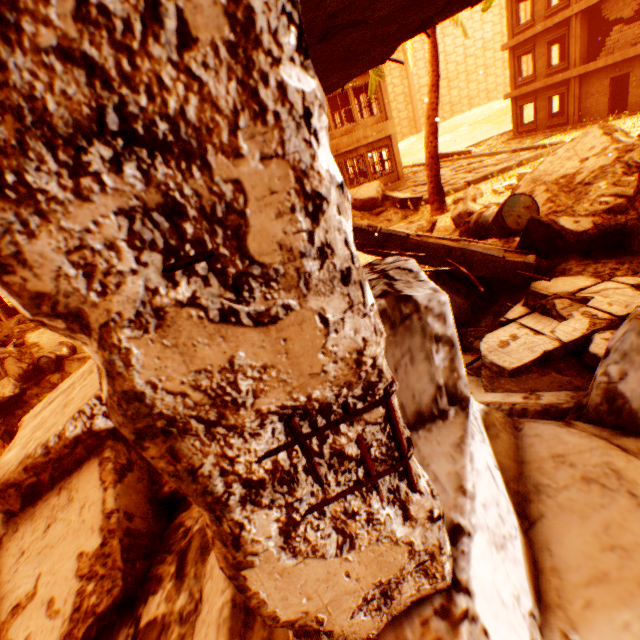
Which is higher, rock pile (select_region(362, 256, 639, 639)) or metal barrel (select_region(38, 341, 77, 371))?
rock pile (select_region(362, 256, 639, 639))

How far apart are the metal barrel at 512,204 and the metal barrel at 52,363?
10.6 meters

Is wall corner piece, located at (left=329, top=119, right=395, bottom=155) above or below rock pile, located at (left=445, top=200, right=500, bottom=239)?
above

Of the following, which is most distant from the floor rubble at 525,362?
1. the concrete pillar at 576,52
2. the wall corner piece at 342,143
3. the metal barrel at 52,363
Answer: the concrete pillar at 576,52

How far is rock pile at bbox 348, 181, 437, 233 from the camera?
8.74m

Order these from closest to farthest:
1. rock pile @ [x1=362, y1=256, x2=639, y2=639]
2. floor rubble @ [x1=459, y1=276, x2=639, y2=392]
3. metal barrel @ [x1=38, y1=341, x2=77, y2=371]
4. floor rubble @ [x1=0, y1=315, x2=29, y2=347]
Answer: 1. rock pile @ [x1=362, y1=256, x2=639, y2=639]
2. floor rubble @ [x1=459, y1=276, x2=639, y2=392]
3. metal barrel @ [x1=38, y1=341, x2=77, y2=371]
4. floor rubble @ [x1=0, y1=315, x2=29, y2=347]

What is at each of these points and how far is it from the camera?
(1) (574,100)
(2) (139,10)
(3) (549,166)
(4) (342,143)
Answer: (1) concrete pillar, 20.4 meters
(2) pillar, 0.4 meters
(3) rock pile, 6.4 meters
(4) wall corner piece, 16.7 meters

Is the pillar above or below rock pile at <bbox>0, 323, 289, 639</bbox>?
above
